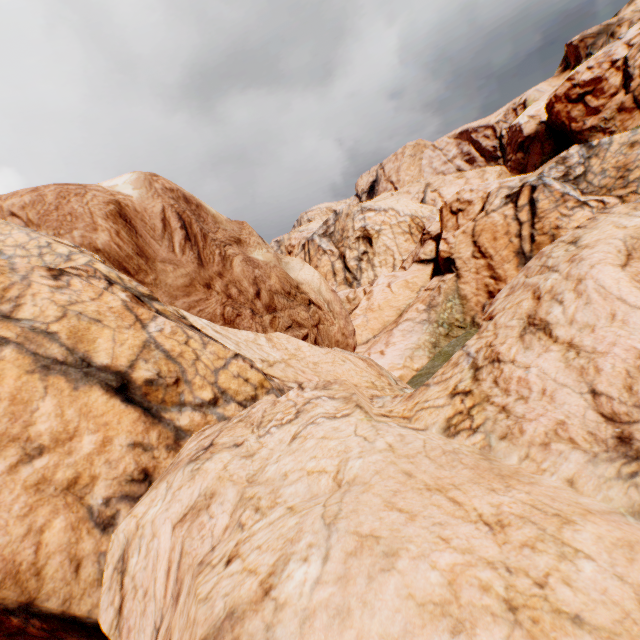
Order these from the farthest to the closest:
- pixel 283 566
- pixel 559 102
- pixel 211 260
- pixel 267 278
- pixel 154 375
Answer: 1. pixel 559 102
2. pixel 267 278
3. pixel 211 260
4. pixel 154 375
5. pixel 283 566
